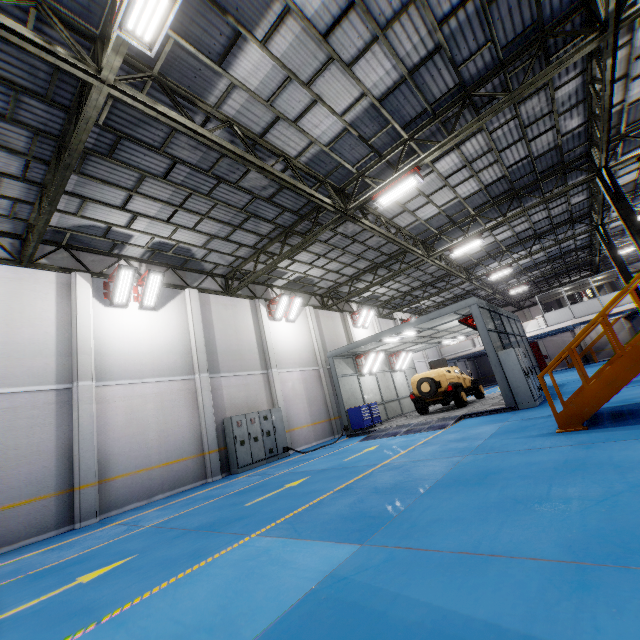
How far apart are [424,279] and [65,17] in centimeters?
2234cm

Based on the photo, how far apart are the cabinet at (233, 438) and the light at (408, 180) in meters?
9.8

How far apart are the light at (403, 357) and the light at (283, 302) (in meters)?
8.21

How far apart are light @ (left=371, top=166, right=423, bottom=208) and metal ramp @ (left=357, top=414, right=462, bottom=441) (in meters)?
8.05

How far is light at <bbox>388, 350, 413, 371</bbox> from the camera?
21.47m

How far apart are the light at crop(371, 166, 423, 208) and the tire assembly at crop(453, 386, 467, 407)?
9.83m

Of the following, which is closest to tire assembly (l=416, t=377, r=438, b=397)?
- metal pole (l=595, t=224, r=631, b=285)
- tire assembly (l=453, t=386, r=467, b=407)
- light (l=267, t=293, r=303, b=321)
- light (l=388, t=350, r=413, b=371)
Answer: tire assembly (l=453, t=386, r=467, b=407)

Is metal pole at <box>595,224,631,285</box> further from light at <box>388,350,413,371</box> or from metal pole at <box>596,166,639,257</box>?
light at <box>388,350,413,371</box>
